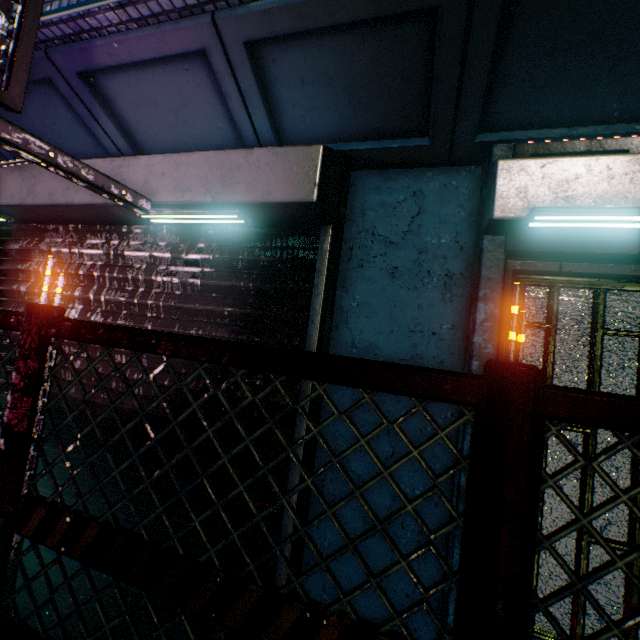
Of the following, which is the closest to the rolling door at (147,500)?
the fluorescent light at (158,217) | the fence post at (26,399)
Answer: the fluorescent light at (158,217)

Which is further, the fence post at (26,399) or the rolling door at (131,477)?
the rolling door at (131,477)

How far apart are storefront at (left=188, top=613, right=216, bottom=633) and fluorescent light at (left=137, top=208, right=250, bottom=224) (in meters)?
2.38

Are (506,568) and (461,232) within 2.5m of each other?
yes

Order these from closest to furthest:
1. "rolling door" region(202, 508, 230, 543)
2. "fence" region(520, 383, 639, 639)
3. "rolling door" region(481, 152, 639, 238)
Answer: "fence" region(520, 383, 639, 639) < "rolling door" region(481, 152, 639, 238) < "rolling door" region(202, 508, 230, 543)

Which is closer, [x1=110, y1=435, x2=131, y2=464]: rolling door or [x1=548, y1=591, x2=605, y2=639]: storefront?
[x1=548, y1=591, x2=605, y2=639]: storefront

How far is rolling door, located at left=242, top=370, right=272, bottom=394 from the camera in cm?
188

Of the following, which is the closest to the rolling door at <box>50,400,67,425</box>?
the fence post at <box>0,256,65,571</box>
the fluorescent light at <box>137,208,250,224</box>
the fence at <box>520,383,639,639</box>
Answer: the fluorescent light at <box>137,208,250,224</box>
